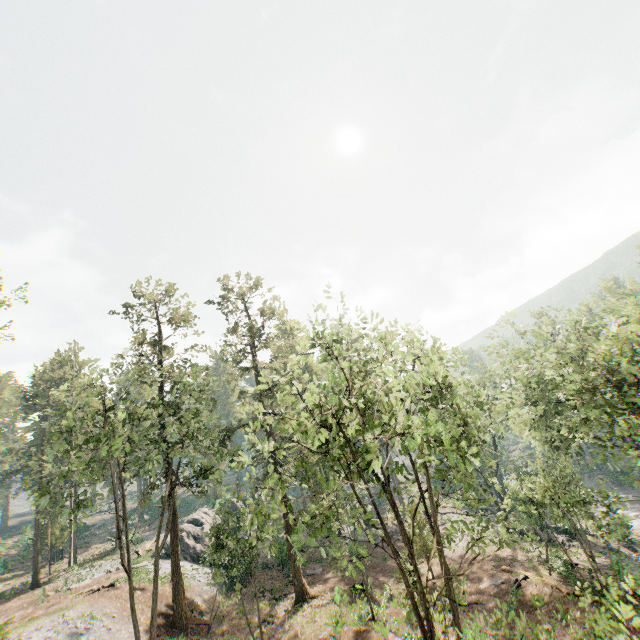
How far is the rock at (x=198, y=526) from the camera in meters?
36.9

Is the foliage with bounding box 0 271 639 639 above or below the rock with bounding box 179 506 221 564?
above

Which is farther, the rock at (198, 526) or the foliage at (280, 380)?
the rock at (198, 526)

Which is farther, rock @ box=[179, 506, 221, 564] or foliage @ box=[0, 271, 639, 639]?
rock @ box=[179, 506, 221, 564]

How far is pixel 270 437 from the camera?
14.39m

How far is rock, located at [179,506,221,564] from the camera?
36.9m
